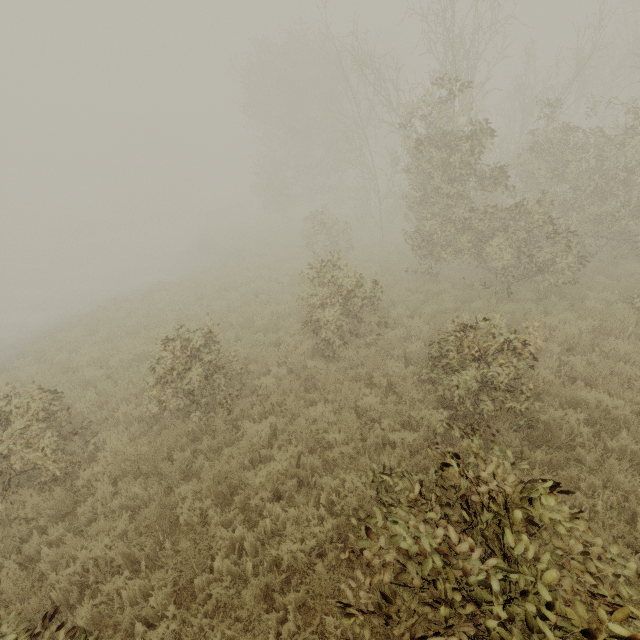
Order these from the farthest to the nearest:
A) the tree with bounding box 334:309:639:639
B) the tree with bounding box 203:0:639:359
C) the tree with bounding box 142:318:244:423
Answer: the tree with bounding box 203:0:639:359 → the tree with bounding box 142:318:244:423 → the tree with bounding box 334:309:639:639

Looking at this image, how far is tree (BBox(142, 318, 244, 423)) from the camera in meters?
6.6

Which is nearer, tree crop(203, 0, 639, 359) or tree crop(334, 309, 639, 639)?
tree crop(334, 309, 639, 639)

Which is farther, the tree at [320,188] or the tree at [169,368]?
the tree at [320,188]

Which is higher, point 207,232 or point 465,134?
point 465,134

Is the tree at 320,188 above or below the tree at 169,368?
above
